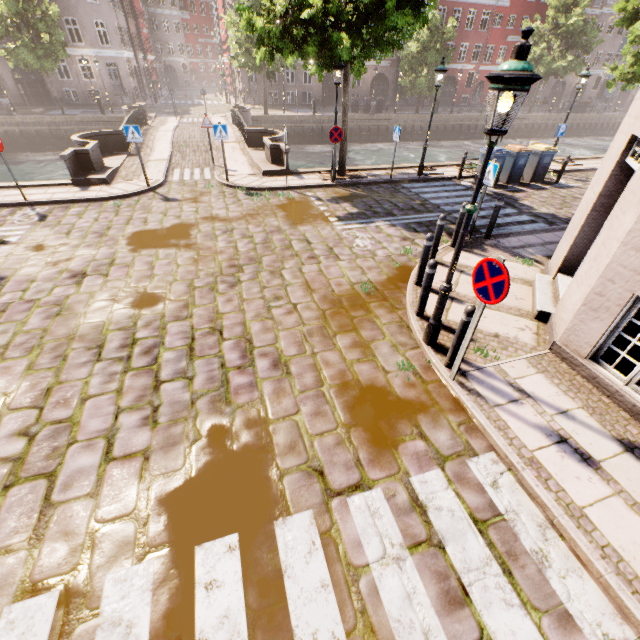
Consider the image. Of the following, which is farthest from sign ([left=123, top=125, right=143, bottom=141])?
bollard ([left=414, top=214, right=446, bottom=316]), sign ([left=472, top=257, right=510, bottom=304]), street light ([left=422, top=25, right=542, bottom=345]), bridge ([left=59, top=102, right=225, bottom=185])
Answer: sign ([left=472, top=257, right=510, bottom=304])

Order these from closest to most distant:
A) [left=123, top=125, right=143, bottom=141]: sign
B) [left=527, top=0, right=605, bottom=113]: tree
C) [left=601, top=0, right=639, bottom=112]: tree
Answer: [left=123, top=125, right=143, bottom=141]: sign, [left=601, top=0, right=639, bottom=112]: tree, [left=527, top=0, right=605, bottom=113]: tree

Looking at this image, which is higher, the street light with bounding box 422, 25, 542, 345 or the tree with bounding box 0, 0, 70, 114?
the tree with bounding box 0, 0, 70, 114

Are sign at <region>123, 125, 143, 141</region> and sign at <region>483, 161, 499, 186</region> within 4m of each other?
no

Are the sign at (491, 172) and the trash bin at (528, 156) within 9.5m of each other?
yes

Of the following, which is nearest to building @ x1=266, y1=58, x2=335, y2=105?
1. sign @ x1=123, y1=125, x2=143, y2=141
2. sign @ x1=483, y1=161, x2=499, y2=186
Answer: sign @ x1=123, y1=125, x2=143, y2=141

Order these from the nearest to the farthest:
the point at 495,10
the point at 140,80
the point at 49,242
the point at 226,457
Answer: the point at 226,457
the point at 49,242
the point at 495,10
the point at 140,80

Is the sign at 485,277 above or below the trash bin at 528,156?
above
